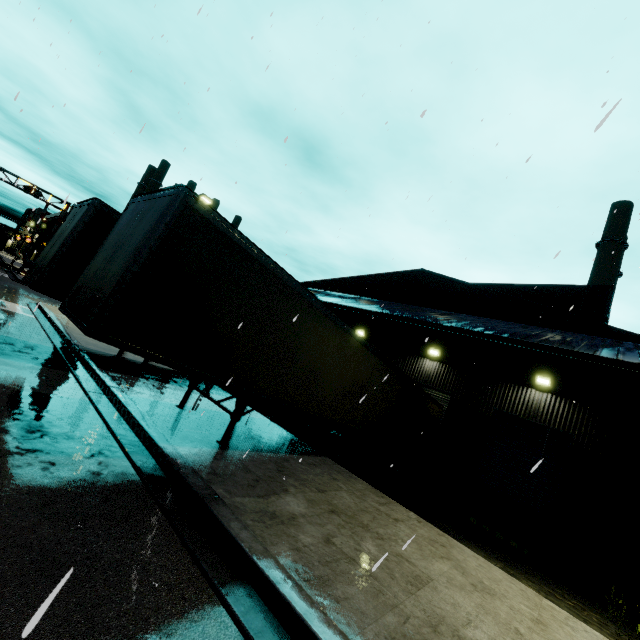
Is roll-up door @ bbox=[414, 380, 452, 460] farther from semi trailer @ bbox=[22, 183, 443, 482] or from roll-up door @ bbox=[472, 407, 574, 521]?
roll-up door @ bbox=[472, 407, 574, 521]

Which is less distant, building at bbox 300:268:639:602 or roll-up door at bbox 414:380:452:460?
building at bbox 300:268:639:602

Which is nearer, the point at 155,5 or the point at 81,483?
the point at 81,483

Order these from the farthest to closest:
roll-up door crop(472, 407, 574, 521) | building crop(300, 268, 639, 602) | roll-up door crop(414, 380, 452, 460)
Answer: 1. roll-up door crop(414, 380, 452, 460)
2. roll-up door crop(472, 407, 574, 521)
3. building crop(300, 268, 639, 602)

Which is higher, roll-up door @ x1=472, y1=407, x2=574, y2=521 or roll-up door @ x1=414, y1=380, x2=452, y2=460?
roll-up door @ x1=414, y1=380, x2=452, y2=460

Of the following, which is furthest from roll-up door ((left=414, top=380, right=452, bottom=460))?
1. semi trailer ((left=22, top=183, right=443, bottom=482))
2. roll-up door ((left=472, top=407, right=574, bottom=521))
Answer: roll-up door ((left=472, top=407, right=574, bottom=521))

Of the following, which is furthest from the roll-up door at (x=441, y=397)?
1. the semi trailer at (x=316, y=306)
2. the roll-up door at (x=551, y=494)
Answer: the roll-up door at (x=551, y=494)

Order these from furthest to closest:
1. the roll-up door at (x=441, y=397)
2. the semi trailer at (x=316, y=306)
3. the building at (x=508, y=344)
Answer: the roll-up door at (x=441, y=397), the building at (x=508, y=344), the semi trailer at (x=316, y=306)
